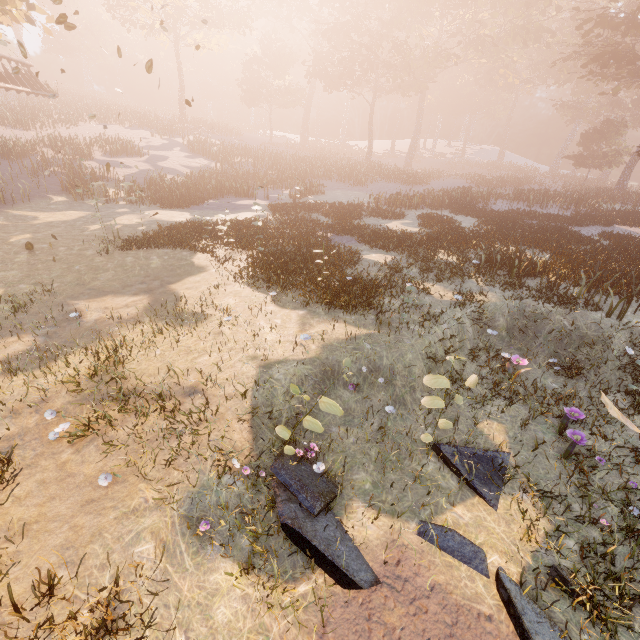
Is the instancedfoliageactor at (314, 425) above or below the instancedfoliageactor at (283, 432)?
above

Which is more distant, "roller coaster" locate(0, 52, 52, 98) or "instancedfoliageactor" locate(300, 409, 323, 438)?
"roller coaster" locate(0, 52, 52, 98)

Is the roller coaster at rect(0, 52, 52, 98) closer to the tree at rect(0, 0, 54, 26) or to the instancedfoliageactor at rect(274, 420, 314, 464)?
the tree at rect(0, 0, 54, 26)

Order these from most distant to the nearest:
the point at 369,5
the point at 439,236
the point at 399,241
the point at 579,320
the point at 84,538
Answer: the point at 369,5, the point at 439,236, the point at 399,241, the point at 579,320, the point at 84,538

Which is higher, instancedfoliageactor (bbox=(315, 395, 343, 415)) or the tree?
the tree

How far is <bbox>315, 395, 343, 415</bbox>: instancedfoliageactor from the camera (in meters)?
5.01
